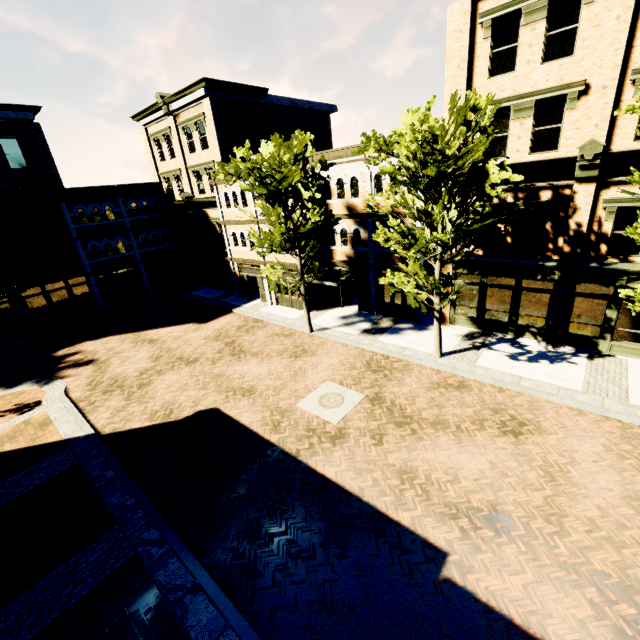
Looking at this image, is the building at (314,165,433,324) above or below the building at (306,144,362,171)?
below

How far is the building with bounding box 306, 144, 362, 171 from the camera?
17.12m

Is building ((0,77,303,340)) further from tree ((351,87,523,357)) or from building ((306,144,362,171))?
tree ((351,87,523,357))

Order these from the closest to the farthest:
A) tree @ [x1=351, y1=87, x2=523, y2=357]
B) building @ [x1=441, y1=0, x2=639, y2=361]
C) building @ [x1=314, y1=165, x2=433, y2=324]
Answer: tree @ [x1=351, y1=87, x2=523, y2=357] → building @ [x1=441, y1=0, x2=639, y2=361] → building @ [x1=314, y1=165, x2=433, y2=324]

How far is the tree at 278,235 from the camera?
14.02m

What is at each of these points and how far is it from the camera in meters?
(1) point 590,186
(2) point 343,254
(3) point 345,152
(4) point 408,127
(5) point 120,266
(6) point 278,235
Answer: (1) building, 12.1
(2) building, 20.3
(3) building, 17.6
(4) tree, 9.7
(5) building, 27.8
(6) tree, 14.4

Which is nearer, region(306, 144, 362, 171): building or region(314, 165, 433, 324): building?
region(306, 144, 362, 171): building

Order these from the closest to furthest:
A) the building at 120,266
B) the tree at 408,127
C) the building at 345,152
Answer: the tree at 408,127, the building at 345,152, the building at 120,266
